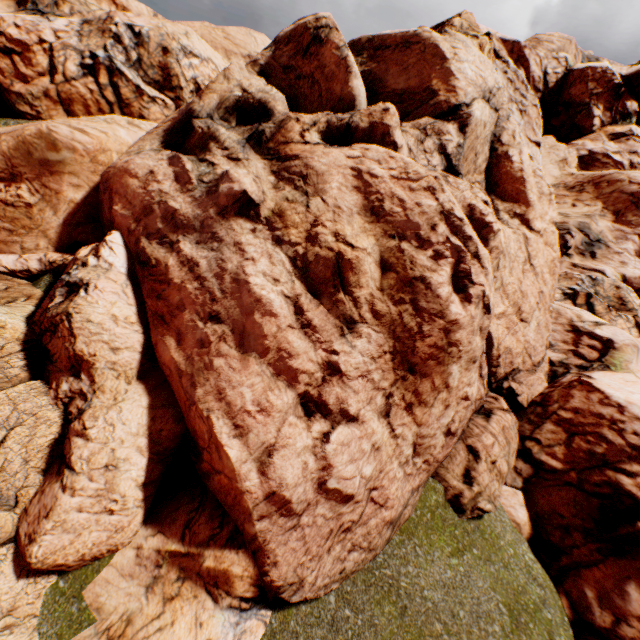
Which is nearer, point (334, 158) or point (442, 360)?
point (442, 360)
